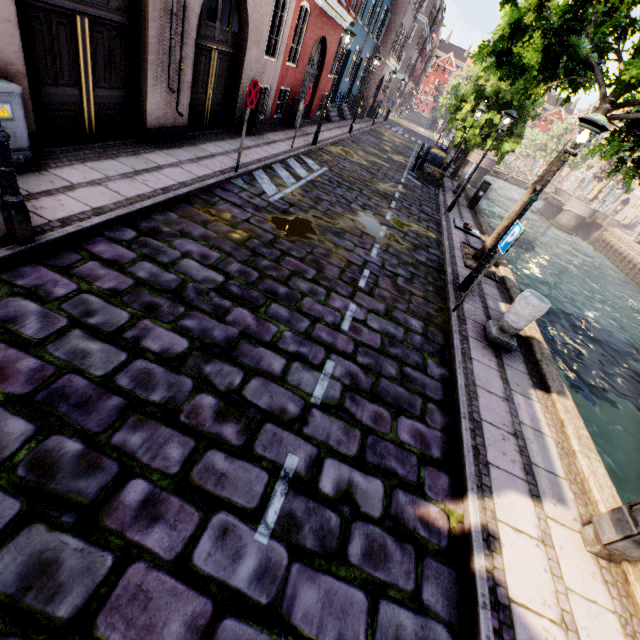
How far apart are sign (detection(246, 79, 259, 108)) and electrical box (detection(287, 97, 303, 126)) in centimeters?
796cm

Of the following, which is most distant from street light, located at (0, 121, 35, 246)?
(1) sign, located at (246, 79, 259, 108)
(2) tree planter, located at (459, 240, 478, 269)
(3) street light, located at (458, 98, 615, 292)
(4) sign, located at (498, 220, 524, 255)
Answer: (2) tree planter, located at (459, 240, 478, 269)

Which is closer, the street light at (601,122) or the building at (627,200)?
the street light at (601,122)

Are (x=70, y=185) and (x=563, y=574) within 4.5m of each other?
no

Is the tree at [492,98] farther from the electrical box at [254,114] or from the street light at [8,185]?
the street light at [8,185]

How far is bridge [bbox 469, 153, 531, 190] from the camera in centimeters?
3598cm

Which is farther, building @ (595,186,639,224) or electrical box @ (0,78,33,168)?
building @ (595,186,639,224)

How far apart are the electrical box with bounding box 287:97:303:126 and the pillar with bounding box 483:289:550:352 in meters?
12.5 m
